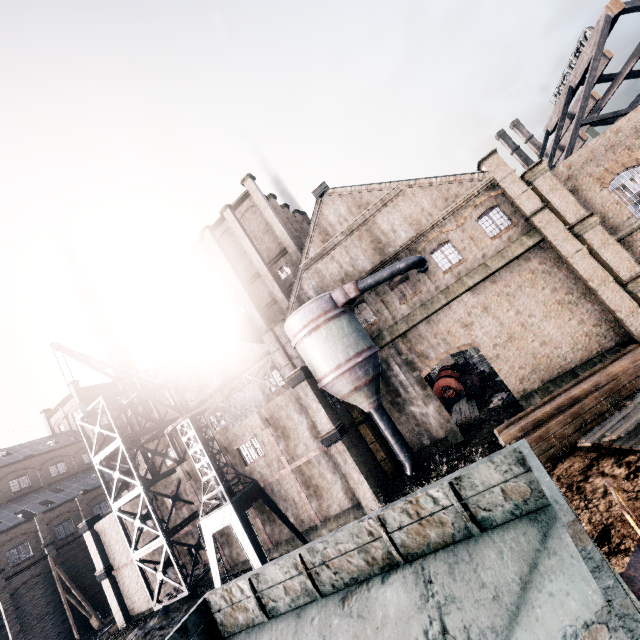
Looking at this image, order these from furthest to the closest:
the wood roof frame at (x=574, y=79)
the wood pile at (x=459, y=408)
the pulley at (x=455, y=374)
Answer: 1. the pulley at (x=455, y=374)
2. the wood roof frame at (x=574, y=79)
3. the wood pile at (x=459, y=408)

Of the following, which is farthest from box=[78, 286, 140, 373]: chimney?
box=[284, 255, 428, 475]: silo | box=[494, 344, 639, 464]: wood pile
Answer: box=[494, 344, 639, 464]: wood pile

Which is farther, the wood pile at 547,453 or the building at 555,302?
the building at 555,302

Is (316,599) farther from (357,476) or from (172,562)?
(172,562)

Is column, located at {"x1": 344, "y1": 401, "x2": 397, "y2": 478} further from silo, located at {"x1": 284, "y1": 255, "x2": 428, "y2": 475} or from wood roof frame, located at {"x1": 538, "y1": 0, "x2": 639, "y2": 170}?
wood roof frame, located at {"x1": 538, "y1": 0, "x2": 639, "y2": 170}

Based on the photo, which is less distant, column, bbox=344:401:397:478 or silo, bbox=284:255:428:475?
silo, bbox=284:255:428:475

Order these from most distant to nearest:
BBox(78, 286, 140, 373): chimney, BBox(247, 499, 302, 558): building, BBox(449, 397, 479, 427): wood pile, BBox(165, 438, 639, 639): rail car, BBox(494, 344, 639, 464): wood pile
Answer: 1. BBox(78, 286, 140, 373): chimney
2. BBox(449, 397, 479, 427): wood pile
3. BBox(247, 499, 302, 558): building
4. BBox(494, 344, 639, 464): wood pile
5. BBox(165, 438, 639, 639): rail car

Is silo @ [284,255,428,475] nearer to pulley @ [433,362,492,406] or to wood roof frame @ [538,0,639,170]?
pulley @ [433,362,492,406]
